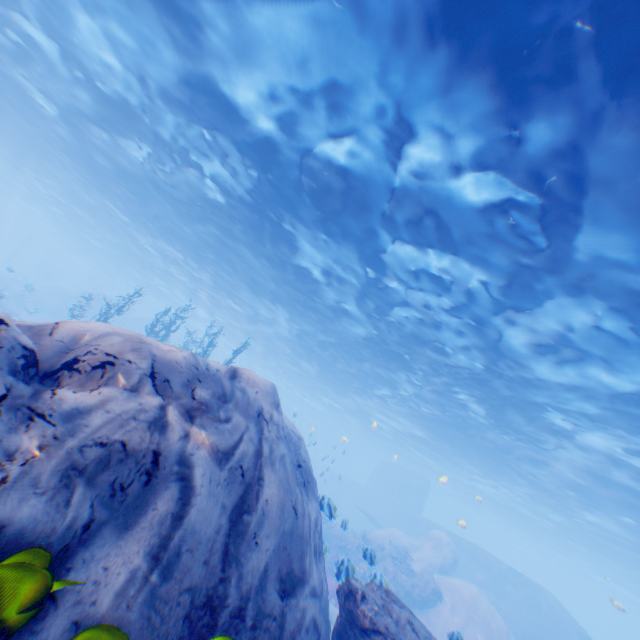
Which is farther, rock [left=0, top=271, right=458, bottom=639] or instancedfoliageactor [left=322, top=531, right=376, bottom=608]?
instancedfoliageactor [left=322, top=531, right=376, bottom=608]

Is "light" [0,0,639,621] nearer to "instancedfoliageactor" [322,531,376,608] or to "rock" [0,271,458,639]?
"rock" [0,271,458,639]

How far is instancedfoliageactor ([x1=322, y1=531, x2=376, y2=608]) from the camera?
8.47m

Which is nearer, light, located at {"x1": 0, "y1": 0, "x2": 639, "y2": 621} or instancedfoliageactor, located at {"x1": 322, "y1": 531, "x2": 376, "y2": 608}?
light, located at {"x1": 0, "y1": 0, "x2": 639, "y2": 621}

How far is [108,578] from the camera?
2.5m

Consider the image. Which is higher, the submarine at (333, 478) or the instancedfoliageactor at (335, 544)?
the submarine at (333, 478)

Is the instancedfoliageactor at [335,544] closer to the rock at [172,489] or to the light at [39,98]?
the rock at [172,489]

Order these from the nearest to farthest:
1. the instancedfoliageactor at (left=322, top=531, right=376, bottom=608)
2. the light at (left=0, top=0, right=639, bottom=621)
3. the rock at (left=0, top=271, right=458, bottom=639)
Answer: the rock at (left=0, top=271, right=458, bottom=639) < the light at (left=0, top=0, right=639, bottom=621) < the instancedfoliageactor at (left=322, top=531, right=376, bottom=608)
